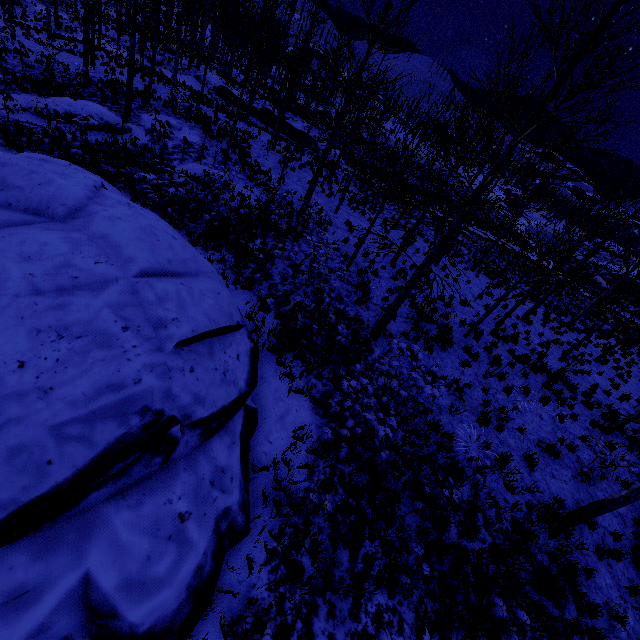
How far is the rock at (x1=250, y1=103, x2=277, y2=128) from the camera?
29.05m

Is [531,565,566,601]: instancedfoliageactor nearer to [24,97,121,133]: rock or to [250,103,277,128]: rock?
[250,103,277,128]: rock

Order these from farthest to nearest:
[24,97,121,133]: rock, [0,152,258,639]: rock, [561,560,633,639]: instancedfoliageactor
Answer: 1. [24,97,121,133]: rock
2. [561,560,633,639]: instancedfoliageactor
3. [0,152,258,639]: rock

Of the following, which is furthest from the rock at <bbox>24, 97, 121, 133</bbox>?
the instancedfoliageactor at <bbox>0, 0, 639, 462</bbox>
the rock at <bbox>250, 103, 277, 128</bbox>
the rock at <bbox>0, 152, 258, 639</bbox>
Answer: the rock at <bbox>250, 103, 277, 128</bbox>

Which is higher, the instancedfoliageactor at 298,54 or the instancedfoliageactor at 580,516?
the instancedfoliageactor at 298,54

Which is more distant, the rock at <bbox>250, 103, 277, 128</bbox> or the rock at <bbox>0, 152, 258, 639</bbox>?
the rock at <bbox>250, 103, 277, 128</bbox>

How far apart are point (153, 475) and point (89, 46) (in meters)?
33.96

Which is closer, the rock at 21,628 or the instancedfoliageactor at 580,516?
the rock at 21,628
